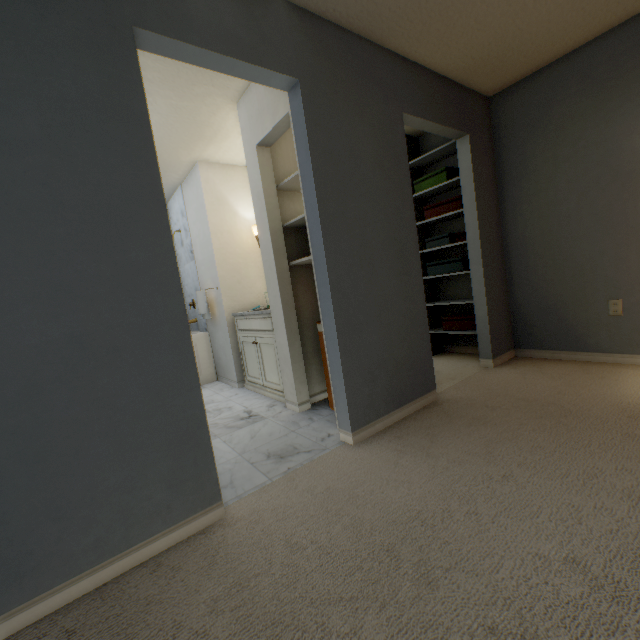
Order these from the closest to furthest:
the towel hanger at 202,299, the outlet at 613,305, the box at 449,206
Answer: the outlet at 613,305
the box at 449,206
the towel hanger at 202,299

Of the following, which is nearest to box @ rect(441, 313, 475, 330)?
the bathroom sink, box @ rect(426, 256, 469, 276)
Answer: box @ rect(426, 256, 469, 276)

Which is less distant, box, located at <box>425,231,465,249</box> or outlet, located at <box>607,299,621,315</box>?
outlet, located at <box>607,299,621,315</box>

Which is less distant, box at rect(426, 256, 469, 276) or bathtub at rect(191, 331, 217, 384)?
box at rect(426, 256, 469, 276)

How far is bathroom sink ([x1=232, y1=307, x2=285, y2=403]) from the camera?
2.91m

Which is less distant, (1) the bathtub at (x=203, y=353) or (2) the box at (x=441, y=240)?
(2) the box at (x=441, y=240)

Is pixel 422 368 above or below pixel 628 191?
below

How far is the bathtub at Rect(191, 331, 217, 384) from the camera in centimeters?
403cm
